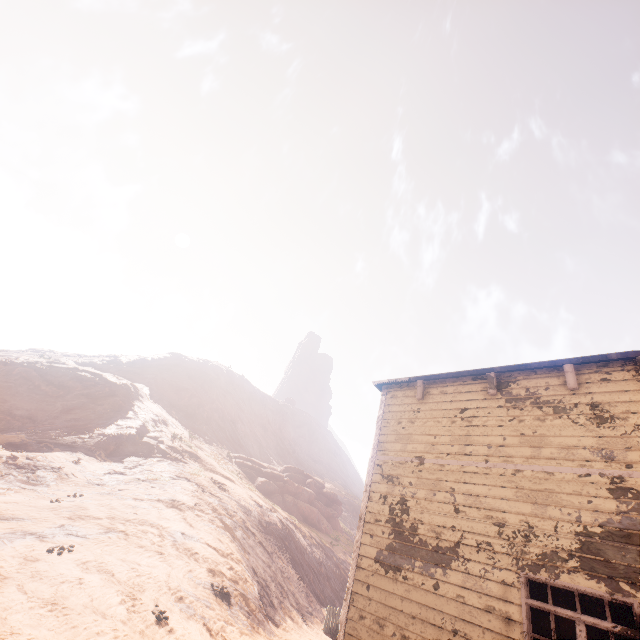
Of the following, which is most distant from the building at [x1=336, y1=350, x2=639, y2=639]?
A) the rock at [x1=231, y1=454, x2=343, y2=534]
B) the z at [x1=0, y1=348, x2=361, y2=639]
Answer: the rock at [x1=231, y1=454, x2=343, y2=534]

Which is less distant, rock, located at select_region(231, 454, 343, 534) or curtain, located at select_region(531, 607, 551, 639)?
curtain, located at select_region(531, 607, 551, 639)

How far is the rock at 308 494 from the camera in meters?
29.2 m

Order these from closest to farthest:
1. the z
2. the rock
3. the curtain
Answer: the curtain, the z, the rock

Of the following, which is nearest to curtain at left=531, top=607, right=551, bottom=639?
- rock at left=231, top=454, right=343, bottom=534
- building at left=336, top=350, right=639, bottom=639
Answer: building at left=336, top=350, right=639, bottom=639

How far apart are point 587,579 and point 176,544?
12.66m

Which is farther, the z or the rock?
the rock

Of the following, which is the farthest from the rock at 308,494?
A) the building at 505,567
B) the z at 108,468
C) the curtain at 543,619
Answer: the curtain at 543,619
